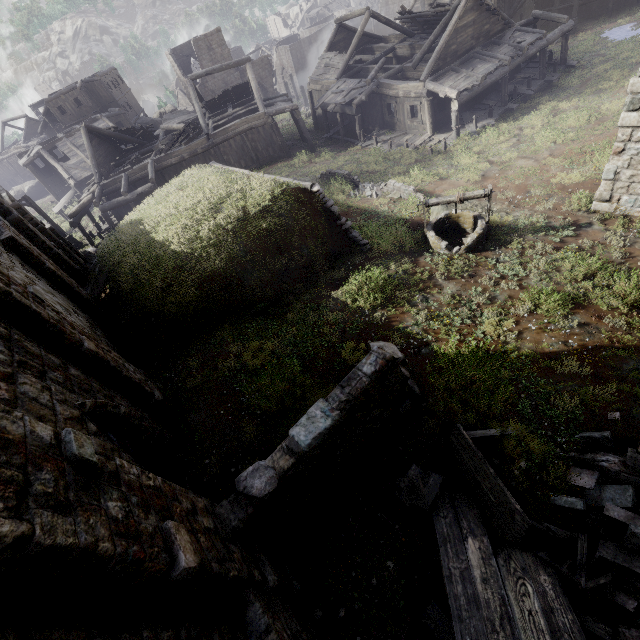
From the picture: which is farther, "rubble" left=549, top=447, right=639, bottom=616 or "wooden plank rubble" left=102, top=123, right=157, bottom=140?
"wooden plank rubble" left=102, top=123, right=157, bottom=140

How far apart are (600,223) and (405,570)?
12.6m

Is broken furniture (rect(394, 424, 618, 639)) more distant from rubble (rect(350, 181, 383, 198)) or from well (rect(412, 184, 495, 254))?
rubble (rect(350, 181, 383, 198))

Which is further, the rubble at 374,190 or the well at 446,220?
the rubble at 374,190

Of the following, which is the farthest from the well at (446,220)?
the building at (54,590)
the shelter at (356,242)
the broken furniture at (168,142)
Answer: the broken furniture at (168,142)

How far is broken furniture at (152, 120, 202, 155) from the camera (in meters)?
23.80

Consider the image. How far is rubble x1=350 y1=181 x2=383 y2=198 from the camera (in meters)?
16.85

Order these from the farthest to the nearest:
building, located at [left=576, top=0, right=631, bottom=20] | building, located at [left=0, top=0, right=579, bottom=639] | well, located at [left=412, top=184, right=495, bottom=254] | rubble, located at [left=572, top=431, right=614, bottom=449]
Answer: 1. building, located at [left=576, top=0, right=631, bottom=20]
2. well, located at [left=412, top=184, right=495, bottom=254]
3. rubble, located at [left=572, top=431, right=614, bottom=449]
4. building, located at [left=0, top=0, right=579, bottom=639]
